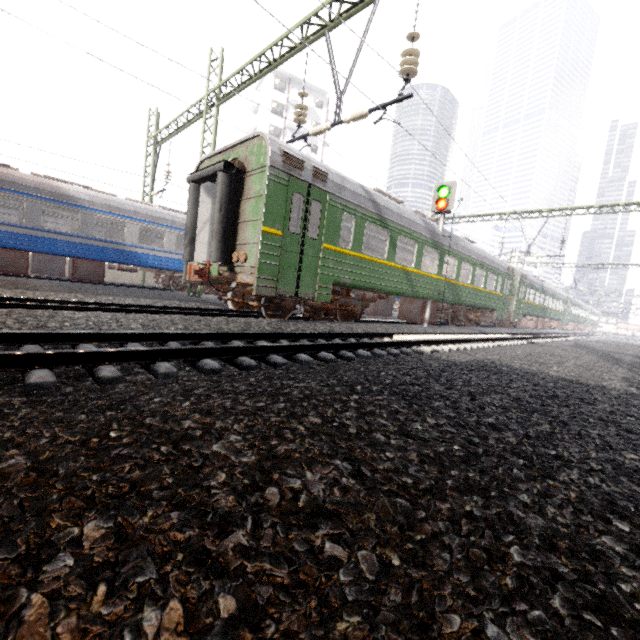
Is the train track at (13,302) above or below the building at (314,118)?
below

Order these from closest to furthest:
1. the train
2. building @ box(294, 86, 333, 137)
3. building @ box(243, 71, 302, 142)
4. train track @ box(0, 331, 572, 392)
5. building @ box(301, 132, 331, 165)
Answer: train track @ box(0, 331, 572, 392) → the train → building @ box(243, 71, 302, 142) → building @ box(294, 86, 333, 137) → building @ box(301, 132, 331, 165)

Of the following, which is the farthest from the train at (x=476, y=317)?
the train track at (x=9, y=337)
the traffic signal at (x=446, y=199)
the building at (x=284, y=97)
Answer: the building at (x=284, y=97)

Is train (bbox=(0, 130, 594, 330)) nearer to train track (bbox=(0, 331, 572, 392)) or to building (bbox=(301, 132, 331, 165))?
train track (bbox=(0, 331, 572, 392))

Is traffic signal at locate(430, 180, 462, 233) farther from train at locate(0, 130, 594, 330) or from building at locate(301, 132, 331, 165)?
building at locate(301, 132, 331, 165)

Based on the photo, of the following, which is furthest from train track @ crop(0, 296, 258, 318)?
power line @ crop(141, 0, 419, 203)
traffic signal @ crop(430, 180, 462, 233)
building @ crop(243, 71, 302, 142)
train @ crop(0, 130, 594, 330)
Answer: building @ crop(243, 71, 302, 142)

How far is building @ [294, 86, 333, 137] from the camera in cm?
4266

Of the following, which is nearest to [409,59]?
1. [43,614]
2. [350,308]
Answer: [350,308]
